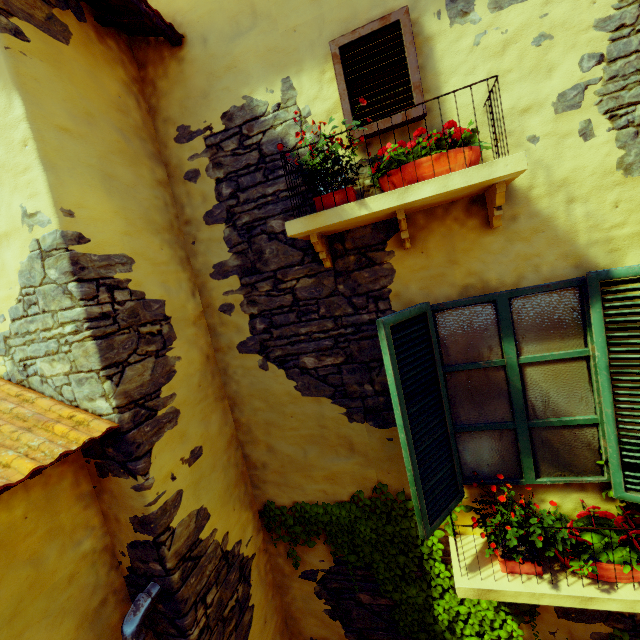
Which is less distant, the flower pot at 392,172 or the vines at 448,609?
the flower pot at 392,172

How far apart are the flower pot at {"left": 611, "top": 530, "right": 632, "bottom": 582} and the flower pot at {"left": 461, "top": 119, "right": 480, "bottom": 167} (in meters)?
2.66

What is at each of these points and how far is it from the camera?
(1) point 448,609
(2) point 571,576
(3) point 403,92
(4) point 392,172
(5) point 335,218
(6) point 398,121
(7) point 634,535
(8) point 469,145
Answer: (1) vines, 3.0m
(2) window sill, 2.3m
(3) window, 2.3m
(4) flower pot, 2.2m
(5) window sill, 2.2m
(6) window, 2.3m
(7) flower pot, 2.2m
(8) flower pot, 2.0m

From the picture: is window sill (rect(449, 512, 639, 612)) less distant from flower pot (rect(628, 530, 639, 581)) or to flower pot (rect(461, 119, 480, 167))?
flower pot (rect(628, 530, 639, 581))

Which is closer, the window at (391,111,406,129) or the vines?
the window at (391,111,406,129)

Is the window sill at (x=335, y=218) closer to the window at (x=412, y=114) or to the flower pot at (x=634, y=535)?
the window at (x=412, y=114)

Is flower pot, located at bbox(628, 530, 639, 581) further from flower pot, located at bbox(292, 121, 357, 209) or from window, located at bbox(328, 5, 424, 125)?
flower pot, located at bbox(292, 121, 357, 209)

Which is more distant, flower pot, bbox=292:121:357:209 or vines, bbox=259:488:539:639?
vines, bbox=259:488:539:639
